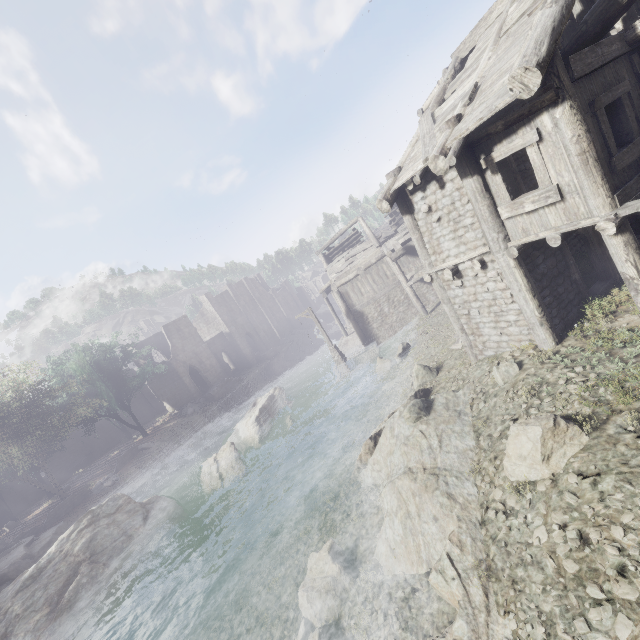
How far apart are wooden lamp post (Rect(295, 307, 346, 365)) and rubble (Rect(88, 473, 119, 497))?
19.80m

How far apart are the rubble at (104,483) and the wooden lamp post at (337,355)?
19.80m

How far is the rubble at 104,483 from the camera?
25.95m

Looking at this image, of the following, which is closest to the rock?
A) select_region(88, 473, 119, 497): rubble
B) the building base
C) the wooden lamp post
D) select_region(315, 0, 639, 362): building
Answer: select_region(315, 0, 639, 362): building

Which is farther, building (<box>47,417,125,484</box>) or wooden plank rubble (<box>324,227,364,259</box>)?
building (<box>47,417,125,484</box>)

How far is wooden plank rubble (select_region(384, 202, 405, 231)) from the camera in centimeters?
2897cm

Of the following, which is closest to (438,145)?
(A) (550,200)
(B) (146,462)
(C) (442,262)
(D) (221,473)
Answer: (A) (550,200)

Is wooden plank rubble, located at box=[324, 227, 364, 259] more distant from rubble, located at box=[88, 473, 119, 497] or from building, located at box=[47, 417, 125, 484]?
rubble, located at box=[88, 473, 119, 497]
